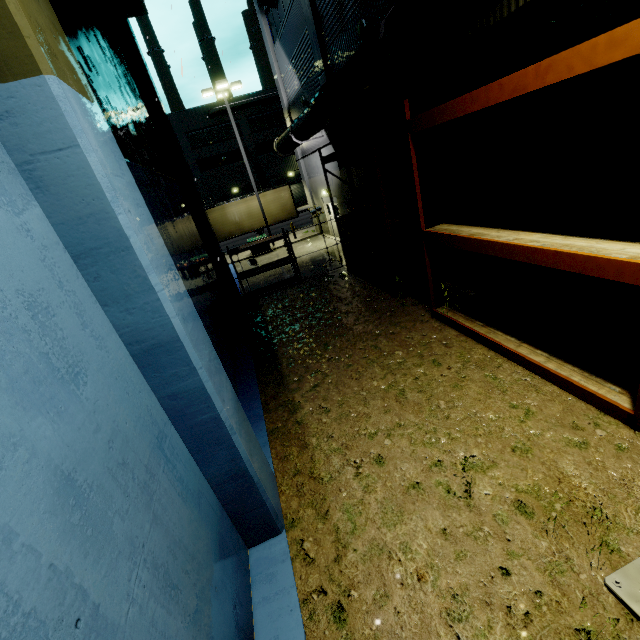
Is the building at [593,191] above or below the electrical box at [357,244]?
above

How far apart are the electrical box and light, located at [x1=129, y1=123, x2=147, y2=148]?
8.6m

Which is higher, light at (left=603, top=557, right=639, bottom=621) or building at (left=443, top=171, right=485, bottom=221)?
building at (left=443, top=171, right=485, bottom=221)

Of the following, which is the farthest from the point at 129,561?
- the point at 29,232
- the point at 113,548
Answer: the point at 29,232

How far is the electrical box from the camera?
14.3m

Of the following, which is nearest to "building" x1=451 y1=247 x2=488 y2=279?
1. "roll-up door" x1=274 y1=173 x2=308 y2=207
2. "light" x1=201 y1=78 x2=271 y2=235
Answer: "roll-up door" x1=274 y1=173 x2=308 y2=207

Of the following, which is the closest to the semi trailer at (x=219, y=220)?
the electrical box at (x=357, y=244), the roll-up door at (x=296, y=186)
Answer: the roll-up door at (x=296, y=186)

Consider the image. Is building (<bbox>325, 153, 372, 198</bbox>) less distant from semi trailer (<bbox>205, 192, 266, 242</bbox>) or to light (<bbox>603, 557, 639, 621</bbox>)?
semi trailer (<bbox>205, 192, 266, 242</bbox>)
